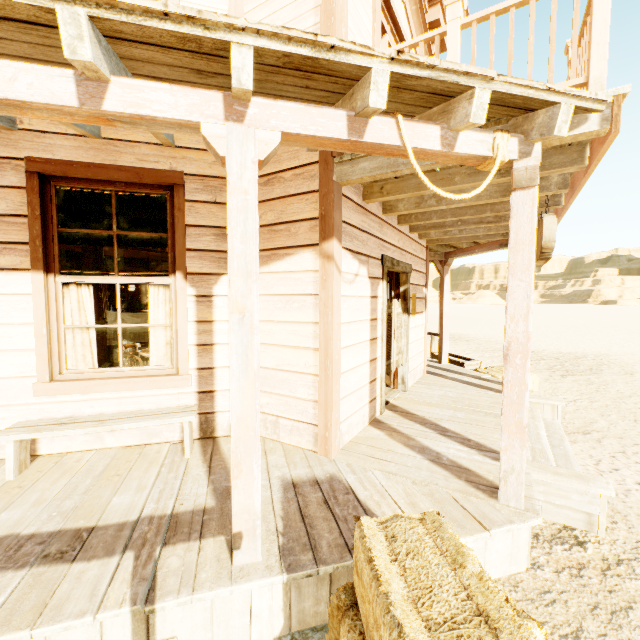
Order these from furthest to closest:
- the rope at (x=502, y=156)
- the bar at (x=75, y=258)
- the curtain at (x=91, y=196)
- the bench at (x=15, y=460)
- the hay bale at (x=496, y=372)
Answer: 1. the bar at (x=75, y=258)
2. the hay bale at (x=496, y=372)
3. the curtain at (x=91, y=196)
4. the bench at (x=15, y=460)
5. the rope at (x=502, y=156)

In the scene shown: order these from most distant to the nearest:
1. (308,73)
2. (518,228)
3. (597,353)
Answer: (597,353), (518,228), (308,73)

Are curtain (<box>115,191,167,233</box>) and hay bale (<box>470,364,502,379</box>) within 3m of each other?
no

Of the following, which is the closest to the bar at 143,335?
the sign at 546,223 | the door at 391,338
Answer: the door at 391,338

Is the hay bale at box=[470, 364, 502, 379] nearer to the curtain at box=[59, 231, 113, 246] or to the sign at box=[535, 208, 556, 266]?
the sign at box=[535, 208, 556, 266]

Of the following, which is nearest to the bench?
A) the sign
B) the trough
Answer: the sign

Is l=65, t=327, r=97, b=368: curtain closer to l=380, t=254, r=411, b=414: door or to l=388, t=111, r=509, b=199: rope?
l=380, t=254, r=411, b=414: door

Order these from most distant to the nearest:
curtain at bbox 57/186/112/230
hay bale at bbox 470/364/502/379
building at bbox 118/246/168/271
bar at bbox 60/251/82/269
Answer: building at bbox 118/246/168/271 < bar at bbox 60/251/82/269 < hay bale at bbox 470/364/502/379 < curtain at bbox 57/186/112/230
